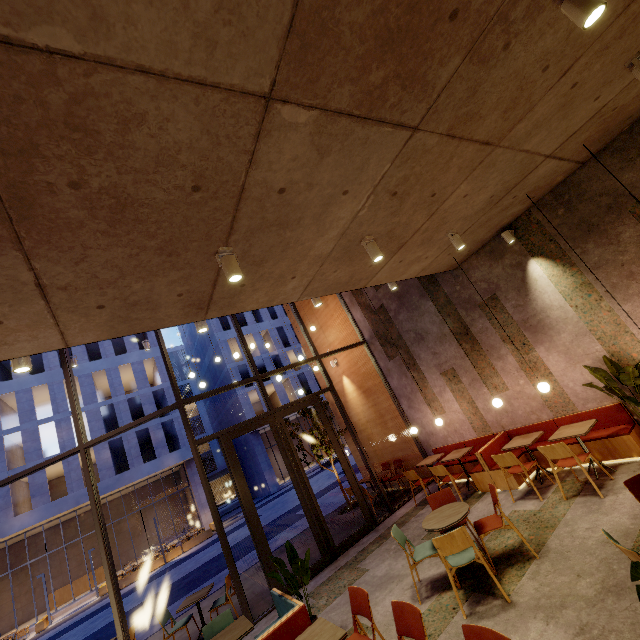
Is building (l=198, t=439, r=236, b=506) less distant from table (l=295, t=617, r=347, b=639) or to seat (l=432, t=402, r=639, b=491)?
seat (l=432, t=402, r=639, b=491)

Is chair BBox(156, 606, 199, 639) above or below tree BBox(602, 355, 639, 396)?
below

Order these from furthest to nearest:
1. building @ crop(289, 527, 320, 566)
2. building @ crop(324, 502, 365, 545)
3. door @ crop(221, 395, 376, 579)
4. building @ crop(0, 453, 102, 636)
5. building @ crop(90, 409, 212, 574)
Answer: building @ crop(90, 409, 212, 574) < building @ crop(0, 453, 102, 636) < building @ crop(324, 502, 365, 545) < building @ crop(289, 527, 320, 566) < door @ crop(221, 395, 376, 579)

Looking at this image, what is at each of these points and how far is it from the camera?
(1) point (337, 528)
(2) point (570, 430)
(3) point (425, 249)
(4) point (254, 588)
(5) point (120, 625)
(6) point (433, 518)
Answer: (1) building, 9.4m
(2) table, 5.6m
(3) building, 5.7m
(4) building, 8.0m
(5) window frame, 6.1m
(6) table, 4.9m

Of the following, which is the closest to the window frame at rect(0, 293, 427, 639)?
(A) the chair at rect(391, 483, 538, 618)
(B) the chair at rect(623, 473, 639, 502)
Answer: (A) the chair at rect(391, 483, 538, 618)

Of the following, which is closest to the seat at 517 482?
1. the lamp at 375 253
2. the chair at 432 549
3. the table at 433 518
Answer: the chair at 432 549

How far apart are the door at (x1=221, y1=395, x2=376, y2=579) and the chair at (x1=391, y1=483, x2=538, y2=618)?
2.91m

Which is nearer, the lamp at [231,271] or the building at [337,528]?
the lamp at [231,271]
